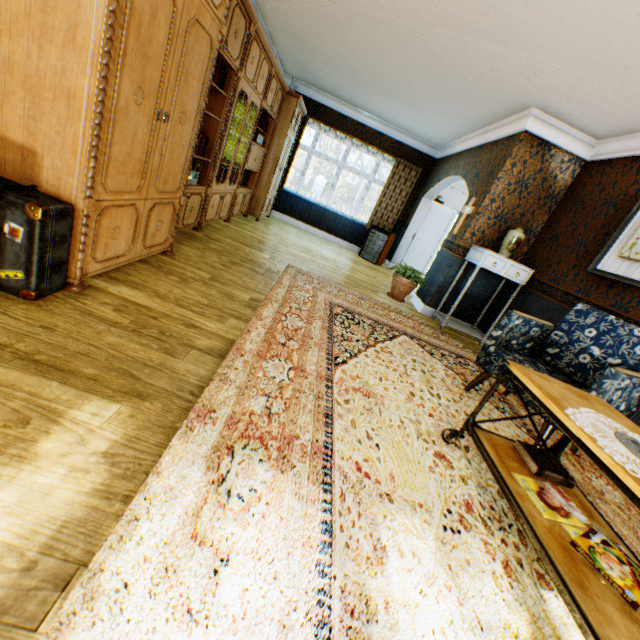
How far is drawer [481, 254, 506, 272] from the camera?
4.66m

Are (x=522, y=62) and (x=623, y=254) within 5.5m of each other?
yes

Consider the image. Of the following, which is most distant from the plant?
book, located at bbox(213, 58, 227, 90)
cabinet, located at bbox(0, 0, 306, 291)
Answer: book, located at bbox(213, 58, 227, 90)

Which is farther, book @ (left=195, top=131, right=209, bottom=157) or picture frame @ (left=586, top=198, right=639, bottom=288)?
book @ (left=195, top=131, right=209, bottom=157)

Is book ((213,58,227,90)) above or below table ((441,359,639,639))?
above

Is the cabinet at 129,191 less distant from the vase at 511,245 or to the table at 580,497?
the table at 580,497

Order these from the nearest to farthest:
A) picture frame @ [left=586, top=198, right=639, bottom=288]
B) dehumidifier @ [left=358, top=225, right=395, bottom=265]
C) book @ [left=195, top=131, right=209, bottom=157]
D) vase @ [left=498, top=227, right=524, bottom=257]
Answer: picture frame @ [left=586, top=198, right=639, bottom=288], book @ [left=195, top=131, right=209, bottom=157], vase @ [left=498, top=227, right=524, bottom=257], dehumidifier @ [left=358, top=225, right=395, bottom=265]

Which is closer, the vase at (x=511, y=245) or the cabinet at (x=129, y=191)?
the cabinet at (x=129, y=191)
